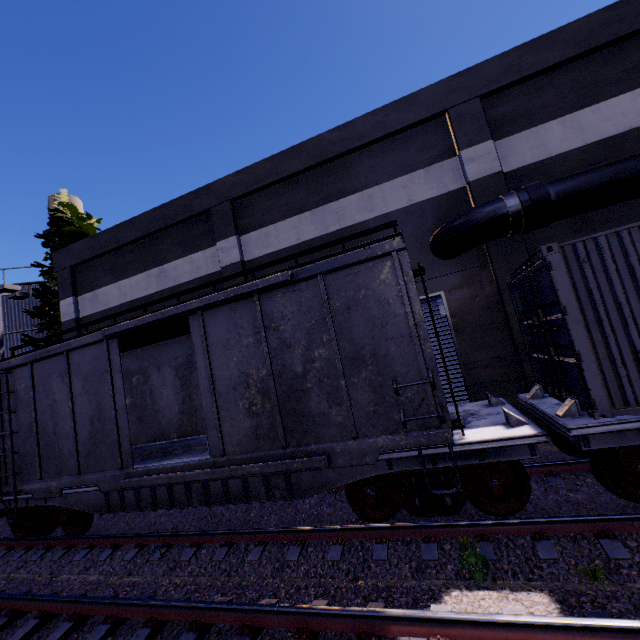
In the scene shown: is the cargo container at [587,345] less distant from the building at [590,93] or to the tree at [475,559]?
the building at [590,93]

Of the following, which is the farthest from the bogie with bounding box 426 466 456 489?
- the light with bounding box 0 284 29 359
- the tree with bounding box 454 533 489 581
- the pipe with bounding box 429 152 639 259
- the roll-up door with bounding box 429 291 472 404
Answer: the light with bounding box 0 284 29 359

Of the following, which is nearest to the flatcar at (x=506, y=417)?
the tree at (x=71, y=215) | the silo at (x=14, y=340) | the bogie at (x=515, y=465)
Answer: the bogie at (x=515, y=465)

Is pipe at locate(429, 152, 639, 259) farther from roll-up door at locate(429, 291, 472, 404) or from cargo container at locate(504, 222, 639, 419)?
roll-up door at locate(429, 291, 472, 404)

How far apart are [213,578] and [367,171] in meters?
11.5 m

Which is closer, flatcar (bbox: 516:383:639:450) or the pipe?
flatcar (bbox: 516:383:639:450)

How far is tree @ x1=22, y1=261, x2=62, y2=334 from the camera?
17.11m

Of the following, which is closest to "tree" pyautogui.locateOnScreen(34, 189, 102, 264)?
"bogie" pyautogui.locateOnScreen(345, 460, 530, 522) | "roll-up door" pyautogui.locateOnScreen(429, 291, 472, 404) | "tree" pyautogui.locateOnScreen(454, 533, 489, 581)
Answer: "roll-up door" pyautogui.locateOnScreen(429, 291, 472, 404)
